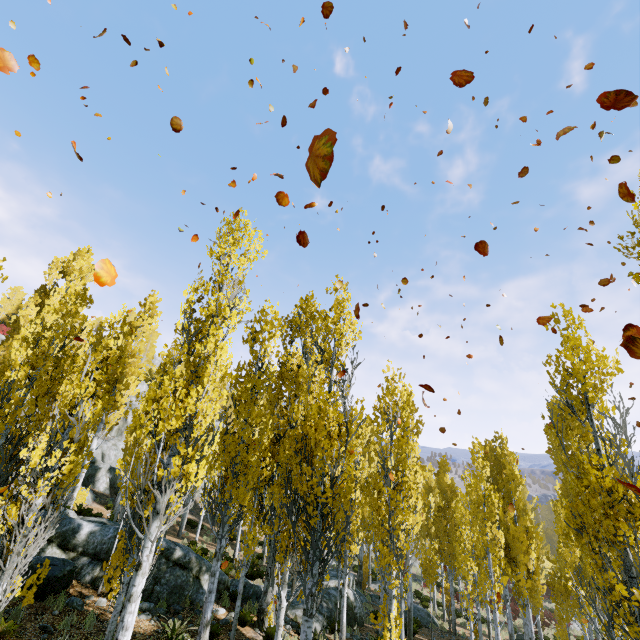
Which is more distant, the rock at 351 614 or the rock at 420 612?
the rock at 420 612

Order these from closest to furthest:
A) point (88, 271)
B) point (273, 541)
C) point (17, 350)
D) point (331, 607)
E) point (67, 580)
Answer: point (67, 580), point (273, 541), point (331, 607), point (17, 350), point (88, 271)

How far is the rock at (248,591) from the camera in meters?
14.1 m

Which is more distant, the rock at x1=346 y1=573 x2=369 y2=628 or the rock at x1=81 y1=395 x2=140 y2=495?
the rock at x1=81 y1=395 x2=140 y2=495

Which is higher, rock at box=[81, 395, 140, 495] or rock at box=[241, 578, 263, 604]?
rock at box=[81, 395, 140, 495]

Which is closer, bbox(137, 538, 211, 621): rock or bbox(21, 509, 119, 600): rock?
bbox(21, 509, 119, 600): rock

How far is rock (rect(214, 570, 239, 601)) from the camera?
13.23m
